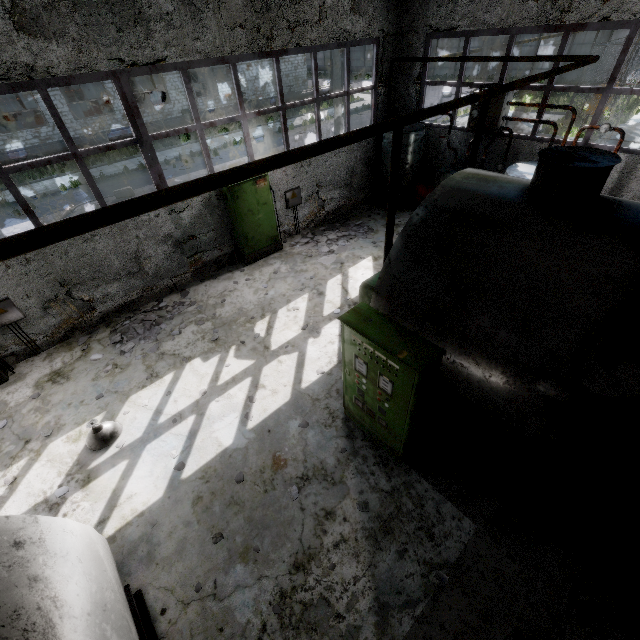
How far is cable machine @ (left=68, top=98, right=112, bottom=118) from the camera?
25.4m

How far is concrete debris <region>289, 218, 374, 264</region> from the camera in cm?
1046

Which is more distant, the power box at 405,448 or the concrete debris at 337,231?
the concrete debris at 337,231

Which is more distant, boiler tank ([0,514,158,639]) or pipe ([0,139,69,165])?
pipe ([0,139,69,165])

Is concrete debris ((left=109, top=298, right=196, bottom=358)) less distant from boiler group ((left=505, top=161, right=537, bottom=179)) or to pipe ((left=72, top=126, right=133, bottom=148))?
boiler group ((left=505, top=161, right=537, bottom=179))

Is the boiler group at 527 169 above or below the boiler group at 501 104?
below

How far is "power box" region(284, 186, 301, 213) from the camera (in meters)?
10.48

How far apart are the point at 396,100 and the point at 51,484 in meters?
14.5
